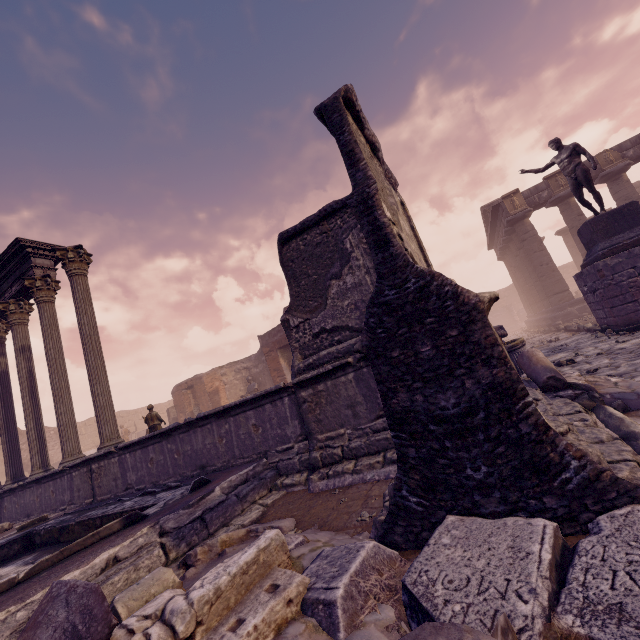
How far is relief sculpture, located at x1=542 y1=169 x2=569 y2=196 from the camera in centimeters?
1675cm

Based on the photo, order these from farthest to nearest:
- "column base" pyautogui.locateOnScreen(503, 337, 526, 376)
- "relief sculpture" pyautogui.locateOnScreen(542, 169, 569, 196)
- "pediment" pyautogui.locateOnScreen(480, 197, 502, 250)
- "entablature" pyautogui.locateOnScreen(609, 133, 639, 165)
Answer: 1. "pediment" pyautogui.locateOnScreen(480, 197, 502, 250)
2. "relief sculpture" pyautogui.locateOnScreen(542, 169, 569, 196)
3. "entablature" pyautogui.locateOnScreen(609, 133, 639, 165)
4. "column base" pyautogui.locateOnScreen(503, 337, 526, 376)

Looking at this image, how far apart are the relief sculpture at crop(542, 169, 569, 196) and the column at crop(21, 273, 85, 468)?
22.2m

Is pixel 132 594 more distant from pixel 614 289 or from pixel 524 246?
pixel 524 246

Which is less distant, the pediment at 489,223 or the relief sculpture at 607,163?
the relief sculpture at 607,163

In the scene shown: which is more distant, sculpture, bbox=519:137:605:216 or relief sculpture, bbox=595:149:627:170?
relief sculpture, bbox=595:149:627:170

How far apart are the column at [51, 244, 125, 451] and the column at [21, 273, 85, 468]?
0.9 meters

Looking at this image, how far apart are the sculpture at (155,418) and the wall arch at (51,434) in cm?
1880
